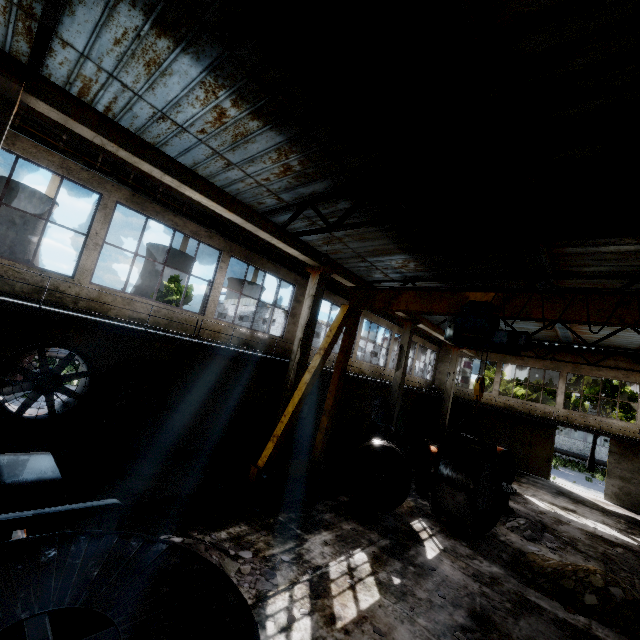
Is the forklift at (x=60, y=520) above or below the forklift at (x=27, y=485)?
below

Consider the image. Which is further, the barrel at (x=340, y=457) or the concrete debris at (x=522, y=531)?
the barrel at (x=340, y=457)

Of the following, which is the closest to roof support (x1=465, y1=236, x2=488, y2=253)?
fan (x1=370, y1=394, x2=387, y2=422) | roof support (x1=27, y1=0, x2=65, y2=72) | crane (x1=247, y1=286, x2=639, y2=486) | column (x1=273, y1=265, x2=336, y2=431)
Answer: crane (x1=247, y1=286, x2=639, y2=486)

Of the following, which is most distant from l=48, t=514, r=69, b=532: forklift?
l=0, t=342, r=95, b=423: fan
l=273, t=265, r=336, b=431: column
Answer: l=273, t=265, r=336, b=431: column

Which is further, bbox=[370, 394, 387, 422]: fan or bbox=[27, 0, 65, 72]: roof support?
bbox=[370, 394, 387, 422]: fan

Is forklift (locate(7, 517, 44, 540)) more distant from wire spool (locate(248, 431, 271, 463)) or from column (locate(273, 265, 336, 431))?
wire spool (locate(248, 431, 271, 463))

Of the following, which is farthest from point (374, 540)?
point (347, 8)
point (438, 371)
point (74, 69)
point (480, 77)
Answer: point (438, 371)

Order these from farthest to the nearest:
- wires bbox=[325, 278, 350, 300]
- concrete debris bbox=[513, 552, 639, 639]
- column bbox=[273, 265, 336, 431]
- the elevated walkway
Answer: wires bbox=[325, 278, 350, 300], column bbox=[273, 265, 336, 431], concrete debris bbox=[513, 552, 639, 639], the elevated walkway
